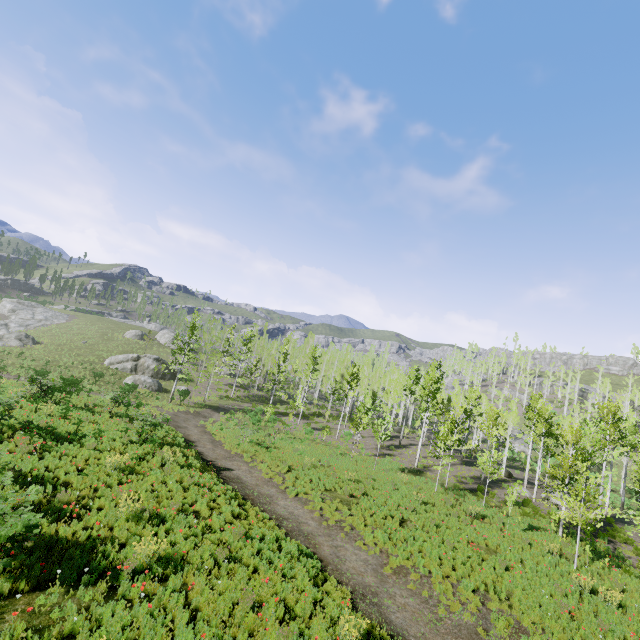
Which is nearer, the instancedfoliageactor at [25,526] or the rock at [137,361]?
the instancedfoliageactor at [25,526]

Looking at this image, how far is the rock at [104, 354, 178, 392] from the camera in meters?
38.8

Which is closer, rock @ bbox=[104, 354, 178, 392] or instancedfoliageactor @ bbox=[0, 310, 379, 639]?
instancedfoliageactor @ bbox=[0, 310, 379, 639]

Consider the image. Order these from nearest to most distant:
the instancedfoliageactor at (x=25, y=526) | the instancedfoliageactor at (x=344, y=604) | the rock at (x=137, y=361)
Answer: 1. the instancedfoliageactor at (x=25, y=526)
2. the instancedfoliageactor at (x=344, y=604)
3. the rock at (x=137, y=361)

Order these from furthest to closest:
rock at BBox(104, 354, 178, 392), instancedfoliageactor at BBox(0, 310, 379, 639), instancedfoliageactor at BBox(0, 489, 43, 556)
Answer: rock at BBox(104, 354, 178, 392) < instancedfoliageactor at BBox(0, 310, 379, 639) < instancedfoliageactor at BBox(0, 489, 43, 556)

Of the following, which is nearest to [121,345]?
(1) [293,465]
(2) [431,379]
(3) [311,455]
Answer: (3) [311,455]

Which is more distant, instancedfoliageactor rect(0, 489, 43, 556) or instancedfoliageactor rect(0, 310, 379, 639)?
instancedfoliageactor rect(0, 310, 379, 639)
